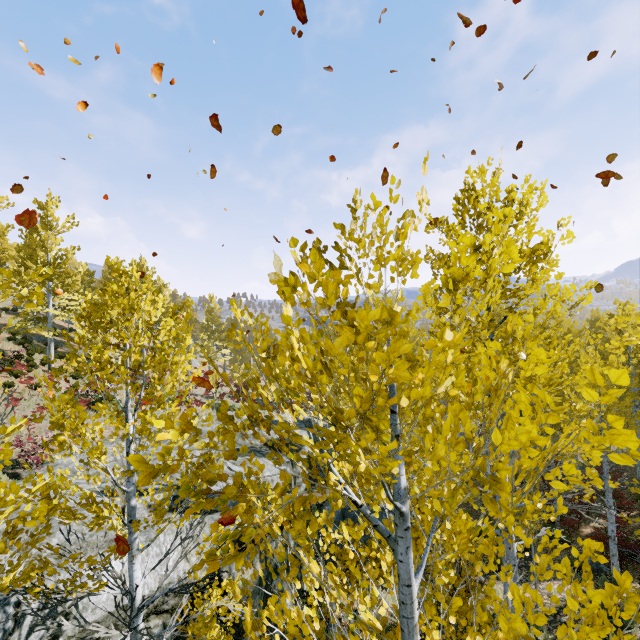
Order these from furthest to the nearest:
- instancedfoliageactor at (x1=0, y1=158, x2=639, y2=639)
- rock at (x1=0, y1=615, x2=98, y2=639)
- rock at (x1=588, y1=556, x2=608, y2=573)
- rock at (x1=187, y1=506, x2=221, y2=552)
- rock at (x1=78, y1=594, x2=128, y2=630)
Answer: rock at (x1=588, y1=556, x2=608, y2=573) → rock at (x1=187, y1=506, x2=221, y2=552) → rock at (x1=78, y1=594, x2=128, y2=630) → rock at (x1=0, y1=615, x2=98, y2=639) → instancedfoliageactor at (x1=0, y1=158, x2=639, y2=639)

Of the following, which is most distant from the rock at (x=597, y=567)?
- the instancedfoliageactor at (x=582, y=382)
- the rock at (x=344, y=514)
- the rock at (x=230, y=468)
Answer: the rock at (x=230, y=468)

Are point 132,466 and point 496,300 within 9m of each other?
no

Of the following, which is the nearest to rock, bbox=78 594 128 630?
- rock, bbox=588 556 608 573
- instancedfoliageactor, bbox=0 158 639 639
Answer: instancedfoliageactor, bbox=0 158 639 639

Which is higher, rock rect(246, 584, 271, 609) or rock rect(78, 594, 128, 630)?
rock rect(78, 594, 128, 630)

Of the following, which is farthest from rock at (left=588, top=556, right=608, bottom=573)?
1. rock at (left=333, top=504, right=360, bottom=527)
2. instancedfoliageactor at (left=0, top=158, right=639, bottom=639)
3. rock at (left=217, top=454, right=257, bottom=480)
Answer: rock at (left=217, top=454, right=257, bottom=480)

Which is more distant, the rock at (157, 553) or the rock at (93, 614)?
the rock at (157, 553)

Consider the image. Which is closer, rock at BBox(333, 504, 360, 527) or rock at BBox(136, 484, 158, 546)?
rock at BBox(136, 484, 158, 546)
